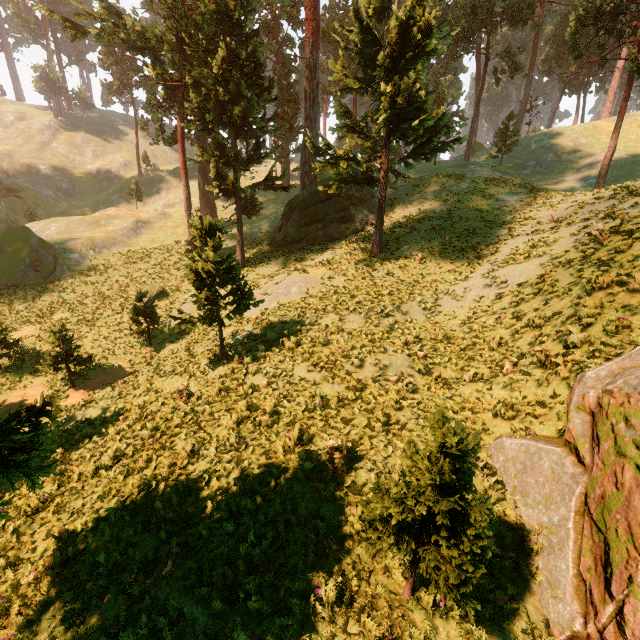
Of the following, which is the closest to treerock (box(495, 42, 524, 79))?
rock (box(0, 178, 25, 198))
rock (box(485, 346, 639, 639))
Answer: rock (box(485, 346, 639, 639))

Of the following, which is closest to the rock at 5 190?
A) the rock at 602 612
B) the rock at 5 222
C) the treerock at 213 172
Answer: the rock at 5 222

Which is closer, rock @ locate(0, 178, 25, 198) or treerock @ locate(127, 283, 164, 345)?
treerock @ locate(127, 283, 164, 345)

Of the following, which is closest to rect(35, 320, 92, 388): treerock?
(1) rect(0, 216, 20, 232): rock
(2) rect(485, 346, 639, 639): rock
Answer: (2) rect(485, 346, 639, 639): rock

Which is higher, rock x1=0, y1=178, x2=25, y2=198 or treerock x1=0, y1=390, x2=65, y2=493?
rock x1=0, y1=178, x2=25, y2=198

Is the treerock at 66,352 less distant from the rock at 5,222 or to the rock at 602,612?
the rock at 602,612

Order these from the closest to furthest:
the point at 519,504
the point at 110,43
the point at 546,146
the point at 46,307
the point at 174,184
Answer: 1. the point at 519,504
2. the point at 46,307
3. the point at 546,146
4. the point at 110,43
5. the point at 174,184

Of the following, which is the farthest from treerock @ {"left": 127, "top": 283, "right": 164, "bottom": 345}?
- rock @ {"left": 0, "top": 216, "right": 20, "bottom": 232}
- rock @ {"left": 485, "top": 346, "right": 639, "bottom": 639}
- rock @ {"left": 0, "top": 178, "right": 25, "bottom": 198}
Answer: rock @ {"left": 0, "top": 216, "right": 20, "bottom": 232}
